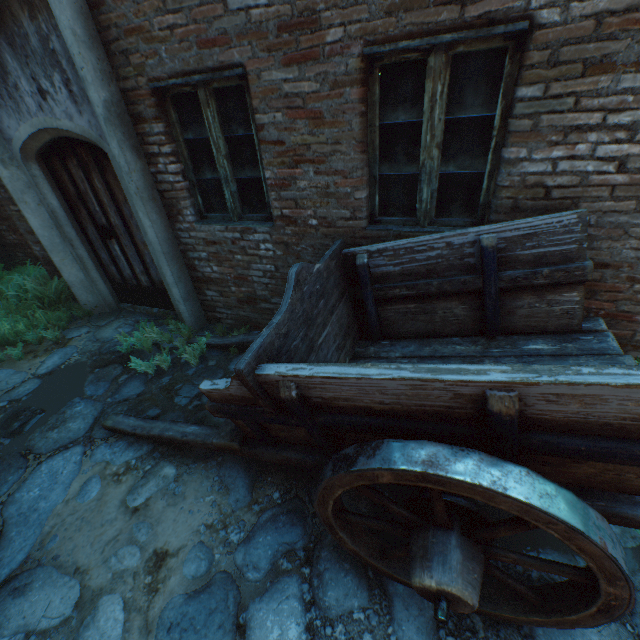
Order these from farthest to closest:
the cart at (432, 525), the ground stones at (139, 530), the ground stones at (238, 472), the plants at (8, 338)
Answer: the plants at (8, 338) < the ground stones at (139, 530) < the ground stones at (238, 472) < the cart at (432, 525)

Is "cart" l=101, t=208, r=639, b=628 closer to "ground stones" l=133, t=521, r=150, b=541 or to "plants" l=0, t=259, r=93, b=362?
"ground stones" l=133, t=521, r=150, b=541

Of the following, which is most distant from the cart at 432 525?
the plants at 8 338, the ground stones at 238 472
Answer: the plants at 8 338

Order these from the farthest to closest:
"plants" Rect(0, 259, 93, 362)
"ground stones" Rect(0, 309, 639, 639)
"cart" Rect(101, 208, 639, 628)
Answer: "plants" Rect(0, 259, 93, 362) < "ground stones" Rect(0, 309, 639, 639) < "cart" Rect(101, 208, 639, 628)

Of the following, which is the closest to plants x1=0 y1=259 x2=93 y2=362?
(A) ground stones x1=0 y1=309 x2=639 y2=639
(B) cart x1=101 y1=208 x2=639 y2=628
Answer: (A) ground stones x1=0 y1=309 x2=639 y2=639

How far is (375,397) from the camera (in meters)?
1.48

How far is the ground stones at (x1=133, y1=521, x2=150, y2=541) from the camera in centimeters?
238cm

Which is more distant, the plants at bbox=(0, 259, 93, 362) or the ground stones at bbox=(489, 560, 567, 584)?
the plants at bbox=(0, 259, 93, 362)
